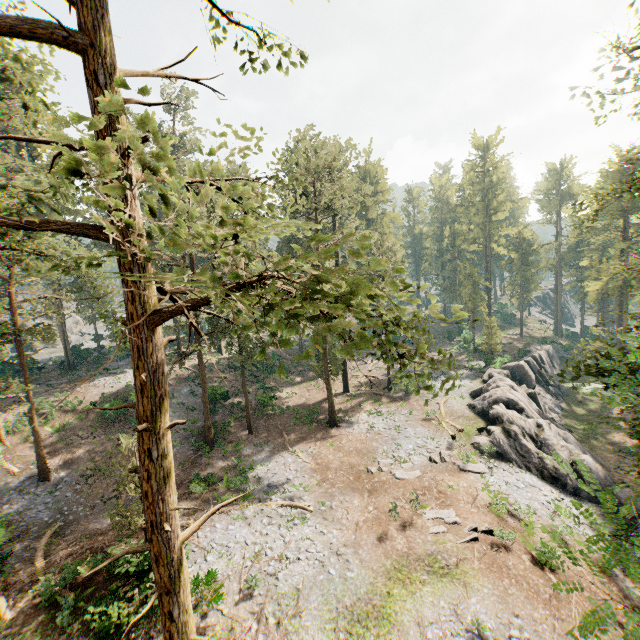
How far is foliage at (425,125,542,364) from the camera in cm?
4384

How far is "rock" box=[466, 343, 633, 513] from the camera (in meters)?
23.48

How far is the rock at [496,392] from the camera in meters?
23.5 m

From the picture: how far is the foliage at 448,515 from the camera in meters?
17.9 m

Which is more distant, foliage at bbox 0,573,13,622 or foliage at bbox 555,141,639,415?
foliage at bbox 0,573,13,622

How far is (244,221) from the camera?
4.3 meters
